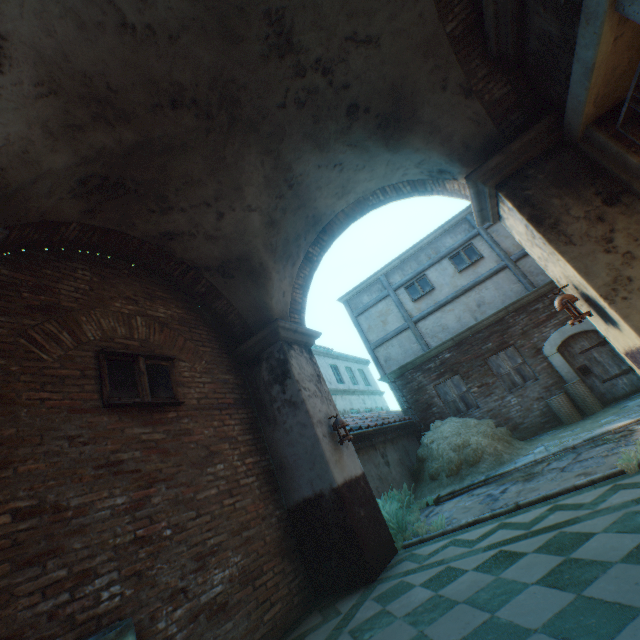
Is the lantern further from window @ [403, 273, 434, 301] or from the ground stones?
window @ [403, 273, 434, 301]

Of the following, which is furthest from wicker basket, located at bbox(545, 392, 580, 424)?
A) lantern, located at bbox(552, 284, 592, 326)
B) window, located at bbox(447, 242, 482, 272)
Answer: lantern, located at bbox(552, 284, 592, 326)

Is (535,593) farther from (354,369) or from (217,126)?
(354,369)

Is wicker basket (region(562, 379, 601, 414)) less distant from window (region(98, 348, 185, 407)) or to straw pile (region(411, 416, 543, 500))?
straw pile (region(411, 416, 543, 500))

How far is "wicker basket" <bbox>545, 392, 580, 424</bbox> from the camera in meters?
9.0 m

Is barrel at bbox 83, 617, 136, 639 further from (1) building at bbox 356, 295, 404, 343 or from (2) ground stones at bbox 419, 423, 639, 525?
(2) ground stones at bbox 419, 423, 639, 525

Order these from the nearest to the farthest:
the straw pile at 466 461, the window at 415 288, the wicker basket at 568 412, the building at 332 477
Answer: the building at 332 477 → the straw pile at 466 461 → the wicker basket at 568 412 → the window at 415 288

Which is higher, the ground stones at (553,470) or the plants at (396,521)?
the plants at (396,521)
